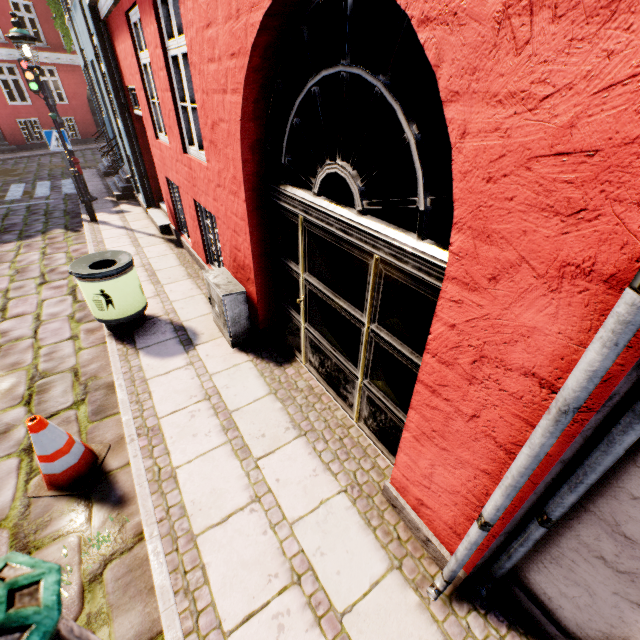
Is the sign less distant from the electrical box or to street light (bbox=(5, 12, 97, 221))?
street light (bbox=(5, 12, 97, 221))

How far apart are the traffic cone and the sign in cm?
928

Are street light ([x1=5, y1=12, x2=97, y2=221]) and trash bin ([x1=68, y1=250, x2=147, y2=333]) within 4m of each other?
no

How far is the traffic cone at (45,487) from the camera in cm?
265

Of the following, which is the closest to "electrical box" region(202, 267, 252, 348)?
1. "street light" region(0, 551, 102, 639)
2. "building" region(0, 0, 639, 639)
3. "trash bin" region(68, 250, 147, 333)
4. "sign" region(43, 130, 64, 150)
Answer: "building" region(0, 0, 639, 639)

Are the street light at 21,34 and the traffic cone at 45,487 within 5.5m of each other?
no

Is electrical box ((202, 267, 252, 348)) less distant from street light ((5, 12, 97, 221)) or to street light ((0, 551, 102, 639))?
street light ((0, 551, 102, 639))

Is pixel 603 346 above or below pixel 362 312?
above
